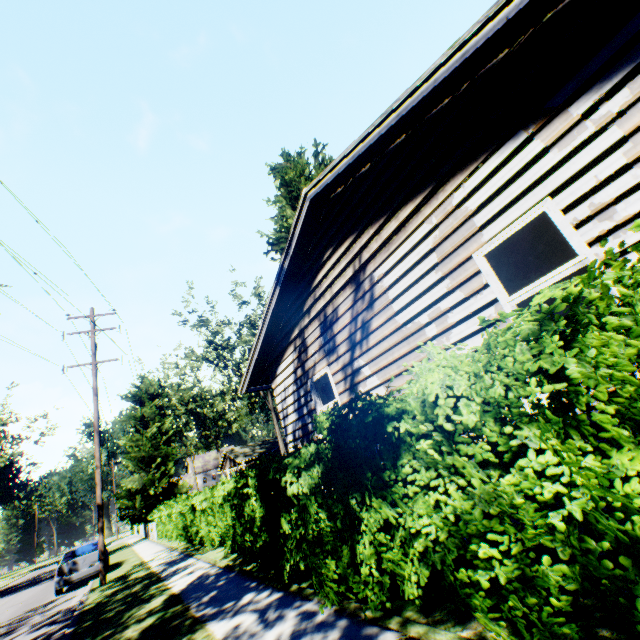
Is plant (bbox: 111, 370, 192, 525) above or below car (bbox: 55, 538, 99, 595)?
above

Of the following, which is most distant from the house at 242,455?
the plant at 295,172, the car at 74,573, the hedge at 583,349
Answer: the hedge at 583,349

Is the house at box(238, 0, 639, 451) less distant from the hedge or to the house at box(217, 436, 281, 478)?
the hedge

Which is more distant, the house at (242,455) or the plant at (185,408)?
the plant at (185,408)

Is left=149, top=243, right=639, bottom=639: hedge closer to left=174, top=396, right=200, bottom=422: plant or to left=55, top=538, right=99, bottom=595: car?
left=174, top=396, right=200, bottom=422: plant

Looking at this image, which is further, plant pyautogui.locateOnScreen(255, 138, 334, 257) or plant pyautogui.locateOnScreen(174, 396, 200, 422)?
plant pyautogui.locateOnScreen(174, 396, 200, 422)

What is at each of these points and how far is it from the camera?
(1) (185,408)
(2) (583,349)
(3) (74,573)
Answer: (1) plant, 57.81m
(2) hedge, 2.02m
(3) car, 13.92m

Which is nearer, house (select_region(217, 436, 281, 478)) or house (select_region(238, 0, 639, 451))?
house (select_region(238, 0, 639, 451))
